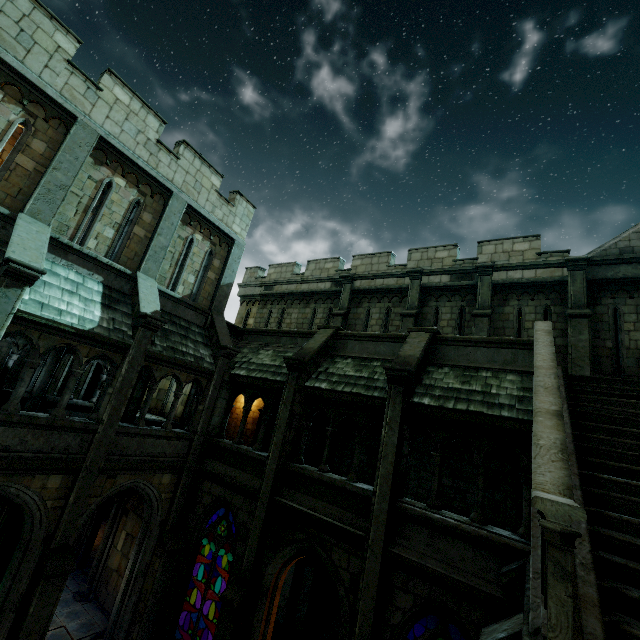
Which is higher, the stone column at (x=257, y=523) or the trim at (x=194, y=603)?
the stone column at (x=257, y=523)

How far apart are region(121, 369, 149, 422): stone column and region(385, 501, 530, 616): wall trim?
12.8 meters

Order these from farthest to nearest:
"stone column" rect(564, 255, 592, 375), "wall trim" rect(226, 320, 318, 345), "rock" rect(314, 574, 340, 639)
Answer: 1. "wall trim" rect(226, 320, 318, 345)
2. "rock" rect(314, 574, 340, 639)
3. "stone column" rect(564, 255, 592, 375)

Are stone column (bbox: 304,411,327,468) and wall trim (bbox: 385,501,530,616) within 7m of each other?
yes

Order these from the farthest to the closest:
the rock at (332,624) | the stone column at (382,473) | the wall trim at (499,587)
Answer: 1. the rock at (332,624)
2. the stone column at (382,473)
3. the wall trim at (499,587)

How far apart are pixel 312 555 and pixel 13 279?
9.90m

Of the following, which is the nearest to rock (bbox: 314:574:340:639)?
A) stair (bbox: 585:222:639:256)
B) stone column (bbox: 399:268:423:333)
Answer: stair (bbox: 585:222:639:256)

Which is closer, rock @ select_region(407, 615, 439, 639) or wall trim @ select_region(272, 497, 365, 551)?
wall trim @ select_region(272, 497, 365, 551)
